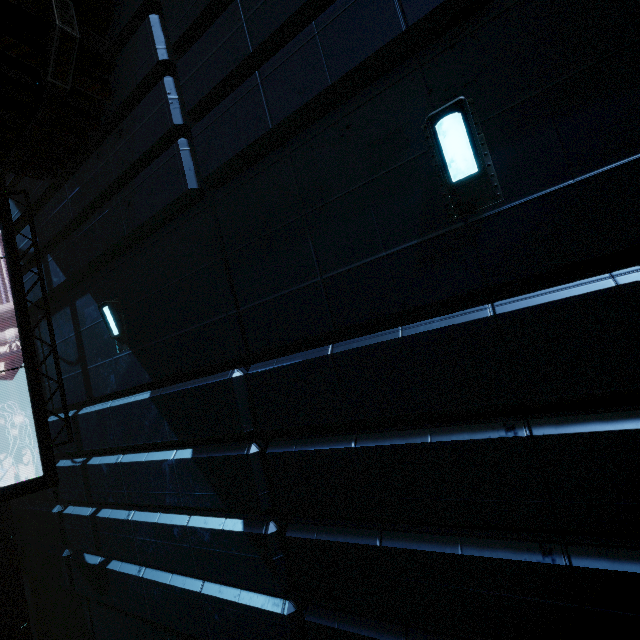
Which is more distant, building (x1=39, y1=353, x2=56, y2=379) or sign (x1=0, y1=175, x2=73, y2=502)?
building (x1=39, y1=353, x2=56, y2=379)

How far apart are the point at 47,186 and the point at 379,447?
7.6m

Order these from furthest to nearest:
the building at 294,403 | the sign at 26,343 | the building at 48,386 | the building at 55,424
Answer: the building at 48,386 → the building at 55,424 → the sign at 26,343 → the building at 294,403

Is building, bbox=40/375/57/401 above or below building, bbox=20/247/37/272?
below

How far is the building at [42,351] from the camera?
7.1 meters

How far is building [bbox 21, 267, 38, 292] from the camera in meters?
6.7

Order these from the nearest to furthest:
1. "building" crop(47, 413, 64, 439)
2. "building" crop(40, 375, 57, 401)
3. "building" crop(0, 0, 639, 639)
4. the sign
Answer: "building" crop(0, 0, 639, 639), the sign, "building" crop(47, 413, 64, 439), "building" crop(40, 375, 57, 401)
